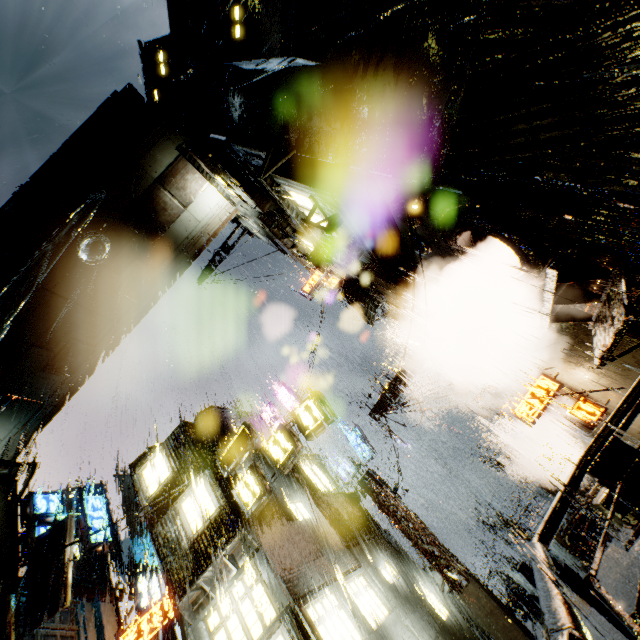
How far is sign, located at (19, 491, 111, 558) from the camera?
13.1m

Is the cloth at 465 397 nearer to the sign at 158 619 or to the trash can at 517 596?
the trash can at 517 596

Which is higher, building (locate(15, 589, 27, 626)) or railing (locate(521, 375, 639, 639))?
building (locate(15, 589, 27, 626))

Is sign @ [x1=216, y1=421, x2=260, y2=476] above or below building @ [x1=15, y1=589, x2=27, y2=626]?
below

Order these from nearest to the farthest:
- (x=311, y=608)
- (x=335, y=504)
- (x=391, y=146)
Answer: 1. (x=391, y=146)
2. (x=311, y=608)
3. (x=335, y=504)

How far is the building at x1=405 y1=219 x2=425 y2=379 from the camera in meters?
10.5

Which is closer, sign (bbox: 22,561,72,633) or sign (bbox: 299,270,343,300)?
sign (bbox: 22,561,72,633)

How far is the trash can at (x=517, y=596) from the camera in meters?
16.0 m
